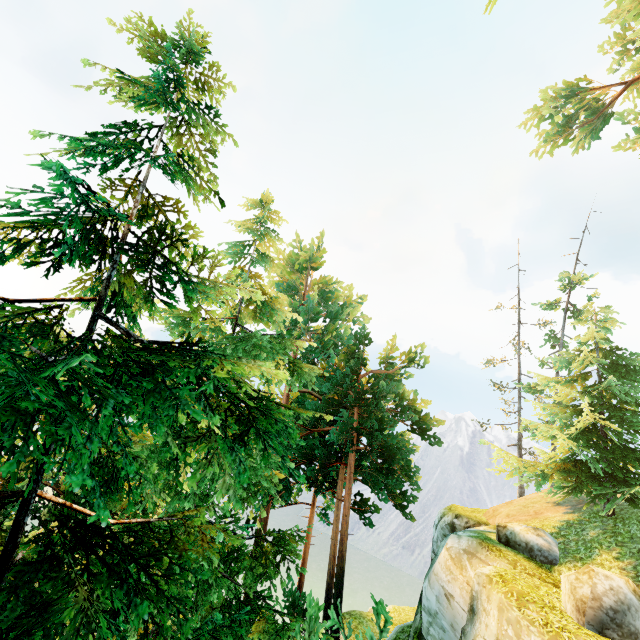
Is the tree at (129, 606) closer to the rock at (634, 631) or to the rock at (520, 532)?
the rock at (520, 532)

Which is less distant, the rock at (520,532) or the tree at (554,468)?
the rock at (520,532)

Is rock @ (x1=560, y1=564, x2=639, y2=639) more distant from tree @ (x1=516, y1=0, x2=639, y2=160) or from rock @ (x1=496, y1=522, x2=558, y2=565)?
tree @ (x1=516, y1=0, x2=639, y2=160)

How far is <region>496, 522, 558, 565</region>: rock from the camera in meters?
11.8 m

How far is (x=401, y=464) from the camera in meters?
19.3 m

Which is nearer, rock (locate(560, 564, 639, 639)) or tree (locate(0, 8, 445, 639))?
tree (locate(0, 8, 445, 639))

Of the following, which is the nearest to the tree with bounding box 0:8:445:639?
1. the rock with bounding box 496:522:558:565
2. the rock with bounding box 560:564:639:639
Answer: the rock with bounding box 496:522:558:565
